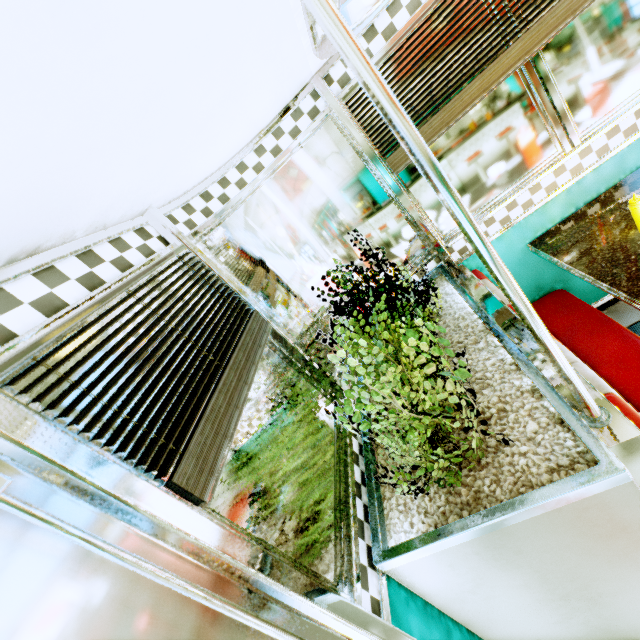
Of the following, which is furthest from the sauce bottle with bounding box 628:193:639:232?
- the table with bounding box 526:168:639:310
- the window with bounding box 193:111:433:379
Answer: the window with bounding box 193:111:433:379

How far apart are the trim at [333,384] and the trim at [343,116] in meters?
1.3

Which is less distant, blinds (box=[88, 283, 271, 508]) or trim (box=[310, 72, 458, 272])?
blinds (box=[88, 283, 271, 508])

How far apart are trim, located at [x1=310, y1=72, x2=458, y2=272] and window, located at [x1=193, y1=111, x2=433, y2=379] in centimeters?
10cm

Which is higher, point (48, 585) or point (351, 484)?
point (48, 585)

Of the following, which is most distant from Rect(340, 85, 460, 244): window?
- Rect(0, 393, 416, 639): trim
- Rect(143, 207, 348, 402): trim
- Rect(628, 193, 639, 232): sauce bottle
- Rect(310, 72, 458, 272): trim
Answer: Rect(0, 393, 416, 639): trim

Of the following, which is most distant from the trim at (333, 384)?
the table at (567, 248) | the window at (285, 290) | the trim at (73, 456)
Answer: the table at (567, 248)

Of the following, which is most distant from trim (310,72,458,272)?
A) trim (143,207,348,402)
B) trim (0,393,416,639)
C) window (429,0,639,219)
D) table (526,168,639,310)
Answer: trim (0,393,416,639)
